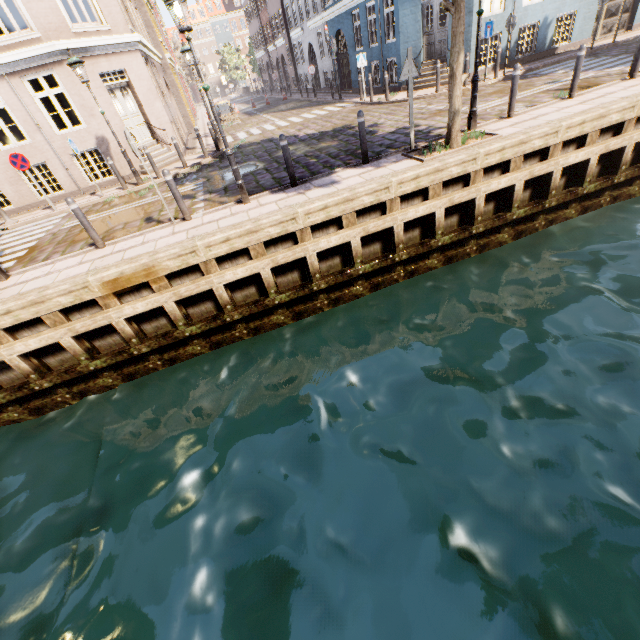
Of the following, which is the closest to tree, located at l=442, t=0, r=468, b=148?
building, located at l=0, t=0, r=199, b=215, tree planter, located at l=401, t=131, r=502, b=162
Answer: tree planter, located at l=401, t=131, r=502, b=162

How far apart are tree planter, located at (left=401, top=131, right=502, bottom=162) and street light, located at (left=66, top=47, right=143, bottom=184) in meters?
9.6 m

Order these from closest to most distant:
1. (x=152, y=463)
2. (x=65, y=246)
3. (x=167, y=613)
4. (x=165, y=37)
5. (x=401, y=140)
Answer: (x=167, y=613)
(x=152, y=463)
(x=65, y=246)
(x=401, y=140)
(x=165, y=37)

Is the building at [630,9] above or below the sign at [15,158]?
below

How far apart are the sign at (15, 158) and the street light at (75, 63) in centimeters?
Answer: 275cm

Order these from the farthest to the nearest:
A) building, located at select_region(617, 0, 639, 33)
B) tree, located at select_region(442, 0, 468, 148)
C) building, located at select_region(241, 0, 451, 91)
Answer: building, located at select_region(617, 0, 639, 33), building, located at select_region(241, 0, 451, 91), tree, located at select_region(442, 0, 468, 148)

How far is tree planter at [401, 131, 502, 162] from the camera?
7.08m

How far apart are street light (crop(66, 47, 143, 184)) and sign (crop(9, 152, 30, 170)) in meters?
2.7 m
